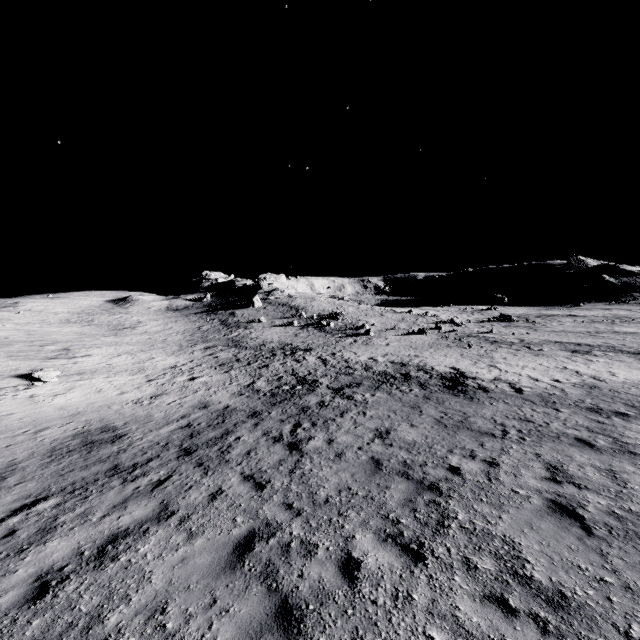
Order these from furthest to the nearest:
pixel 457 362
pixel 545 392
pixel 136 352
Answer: pixel 136 352 → pixel 457 362 → pixel 545 392
